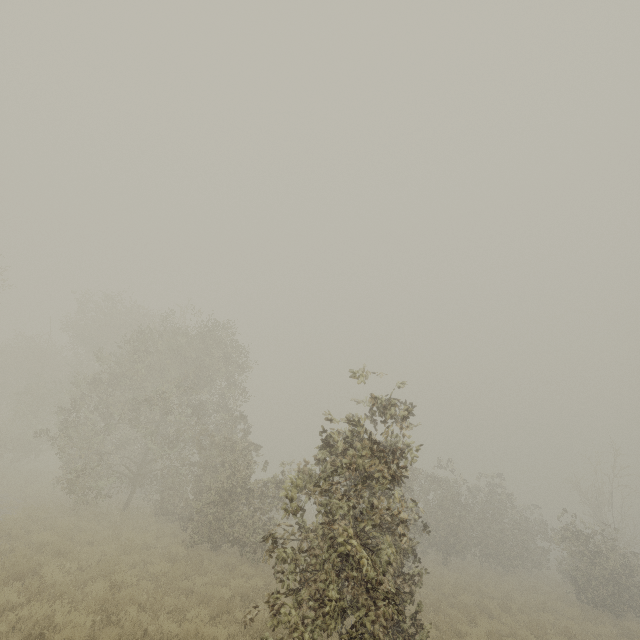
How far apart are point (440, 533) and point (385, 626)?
21.1m
